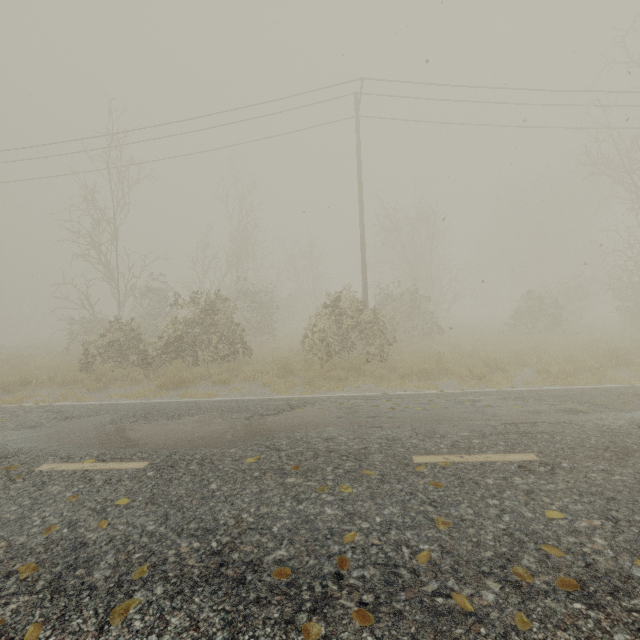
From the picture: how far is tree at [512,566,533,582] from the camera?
2.24m

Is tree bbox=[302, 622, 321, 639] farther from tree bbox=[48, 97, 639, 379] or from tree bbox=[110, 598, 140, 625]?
tree bbox=[48, 97, 639, 379]

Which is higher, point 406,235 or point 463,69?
point 463,69

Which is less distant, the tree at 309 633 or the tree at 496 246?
the tree at 309 633

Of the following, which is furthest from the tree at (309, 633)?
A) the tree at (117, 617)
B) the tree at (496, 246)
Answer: the tree at (496, 246)

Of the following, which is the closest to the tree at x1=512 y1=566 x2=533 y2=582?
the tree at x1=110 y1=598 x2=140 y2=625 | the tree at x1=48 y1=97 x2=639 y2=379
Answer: the tree at x1=110 y1=598 x2=140 y2=625

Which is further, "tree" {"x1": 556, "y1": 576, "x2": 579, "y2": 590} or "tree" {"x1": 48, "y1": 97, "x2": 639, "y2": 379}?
"tree" {"x1": 48, "y1": 97, "x2": 639, "y2": 379}

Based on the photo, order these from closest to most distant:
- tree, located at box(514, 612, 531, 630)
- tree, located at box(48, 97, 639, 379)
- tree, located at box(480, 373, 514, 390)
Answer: tree, located at box(514, 612, 531, 630) < tree, located at box(480, 373, 514, 390) < tree, located at box(48, 97, 639, 379)
